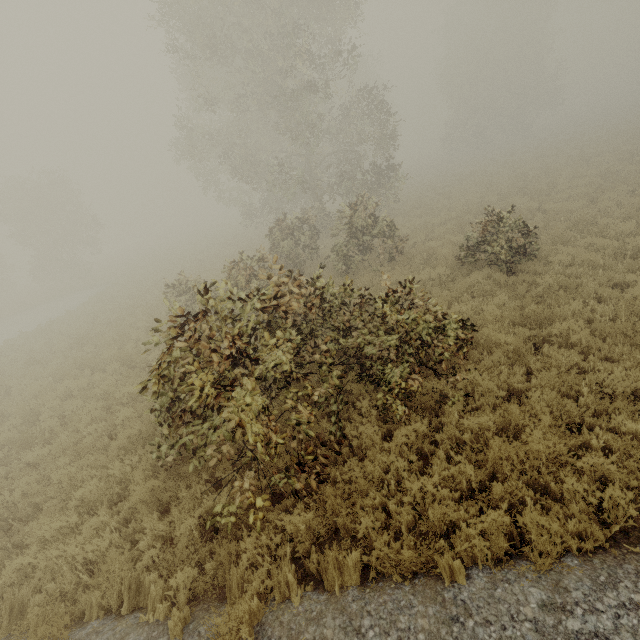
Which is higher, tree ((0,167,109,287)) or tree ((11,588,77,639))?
tree ((0,167,109,287))

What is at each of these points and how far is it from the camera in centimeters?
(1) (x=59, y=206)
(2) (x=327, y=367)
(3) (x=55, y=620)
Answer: (1) tree, 3353cm
(2) tree, 541cm
(3) tree, 384cm

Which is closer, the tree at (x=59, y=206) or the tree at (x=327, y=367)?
the tree at (x=327, y=367)

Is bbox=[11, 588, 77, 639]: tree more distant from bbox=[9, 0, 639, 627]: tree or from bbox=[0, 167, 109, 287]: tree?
bbox=[0, 167, 109, 287]: tree

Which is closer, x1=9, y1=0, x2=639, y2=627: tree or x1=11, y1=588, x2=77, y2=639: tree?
x1=11, y1=588, x2=77, y2=639: tree

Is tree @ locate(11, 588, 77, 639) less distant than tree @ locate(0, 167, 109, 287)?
Yes

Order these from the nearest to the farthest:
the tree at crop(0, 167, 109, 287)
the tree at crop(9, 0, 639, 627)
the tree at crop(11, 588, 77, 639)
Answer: the tree at crop(11, 588, 77, 639) < the tree at crop(9, 0, 639, 627) < the tree at crop(0, 167, 109, 287)

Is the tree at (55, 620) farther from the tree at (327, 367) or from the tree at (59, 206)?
the tree at (59, 206)
